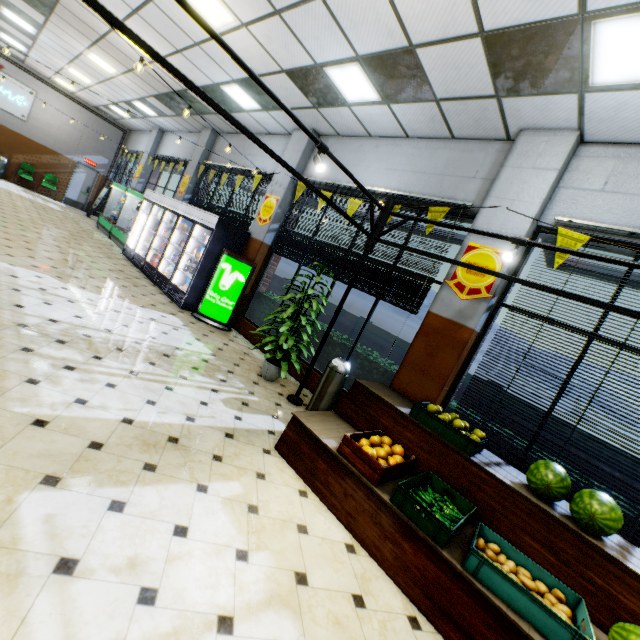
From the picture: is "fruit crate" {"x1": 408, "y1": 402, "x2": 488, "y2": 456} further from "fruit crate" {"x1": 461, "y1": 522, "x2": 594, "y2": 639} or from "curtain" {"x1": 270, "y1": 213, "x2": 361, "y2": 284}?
"curtain" {"x1": 270, "y1": 213, "x2": 361, "y2": 284}

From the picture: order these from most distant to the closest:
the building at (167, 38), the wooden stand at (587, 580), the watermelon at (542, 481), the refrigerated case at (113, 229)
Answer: the refrigerated case at (113, 229)
the building at (167, 38)
the watermelon at (542, 481)
the wooden stand at (587, 580)

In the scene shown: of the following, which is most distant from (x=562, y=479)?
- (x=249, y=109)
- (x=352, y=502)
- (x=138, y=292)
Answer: (x=249, y=109)

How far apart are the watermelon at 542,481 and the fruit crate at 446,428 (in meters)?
0.45

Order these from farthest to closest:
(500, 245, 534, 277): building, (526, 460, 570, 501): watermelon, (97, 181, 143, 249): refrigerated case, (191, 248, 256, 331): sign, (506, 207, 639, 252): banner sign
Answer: (97, 181, 143, 249): refrigerated case < (191, 248, 256, 331): sign < (500, 245, 534, 277): building < (506, 207, 639, 252): banner sign < (526, 460, 570, 501): watermelon

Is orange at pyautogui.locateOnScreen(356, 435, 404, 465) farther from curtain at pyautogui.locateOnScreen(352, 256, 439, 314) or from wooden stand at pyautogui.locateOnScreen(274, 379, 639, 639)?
curtain at pyautogui.locateOnScreen(352, 256, 439, 314)

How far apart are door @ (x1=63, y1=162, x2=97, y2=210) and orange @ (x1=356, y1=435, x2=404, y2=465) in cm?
2038

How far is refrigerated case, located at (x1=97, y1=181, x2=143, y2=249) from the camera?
11.2m
